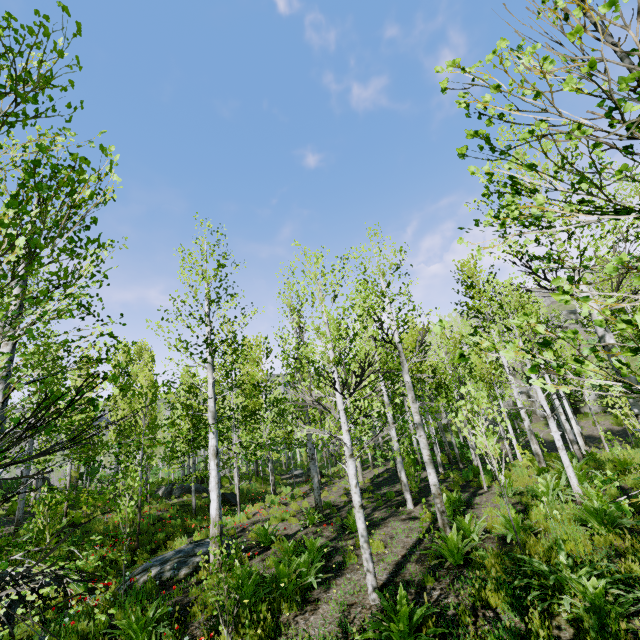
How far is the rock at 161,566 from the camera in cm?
791

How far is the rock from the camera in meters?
7.9

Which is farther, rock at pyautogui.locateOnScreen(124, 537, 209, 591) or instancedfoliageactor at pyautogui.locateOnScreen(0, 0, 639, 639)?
rock at pyautogui.locateOnScreen(124, 537, 209, 591)

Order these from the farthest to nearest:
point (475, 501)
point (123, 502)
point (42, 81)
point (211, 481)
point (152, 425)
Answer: point (152, 425) → point (475, 501) → point (211, 481) → point (123, 502) → point (42, 81)

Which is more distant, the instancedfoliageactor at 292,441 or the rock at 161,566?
the rock at 161,566
